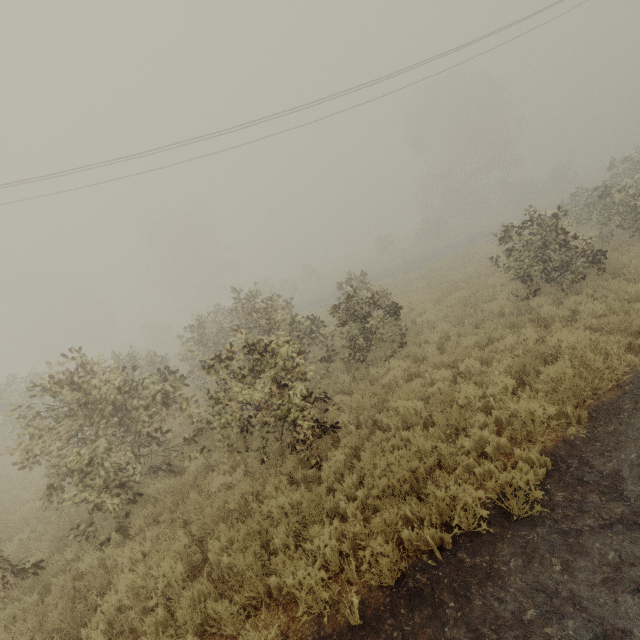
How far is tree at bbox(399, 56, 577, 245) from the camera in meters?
37.4

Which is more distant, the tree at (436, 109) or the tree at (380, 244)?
the tree at (380, 244)

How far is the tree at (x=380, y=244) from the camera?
43.44m

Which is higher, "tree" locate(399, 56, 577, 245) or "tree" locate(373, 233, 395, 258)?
"tree" locate(399, 56, 577, 245)

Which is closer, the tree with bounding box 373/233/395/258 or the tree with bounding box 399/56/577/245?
the tree with bounding box 399/56/577/245

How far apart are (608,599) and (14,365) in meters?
81.9 m

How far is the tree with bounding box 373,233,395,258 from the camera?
43.4 meters
